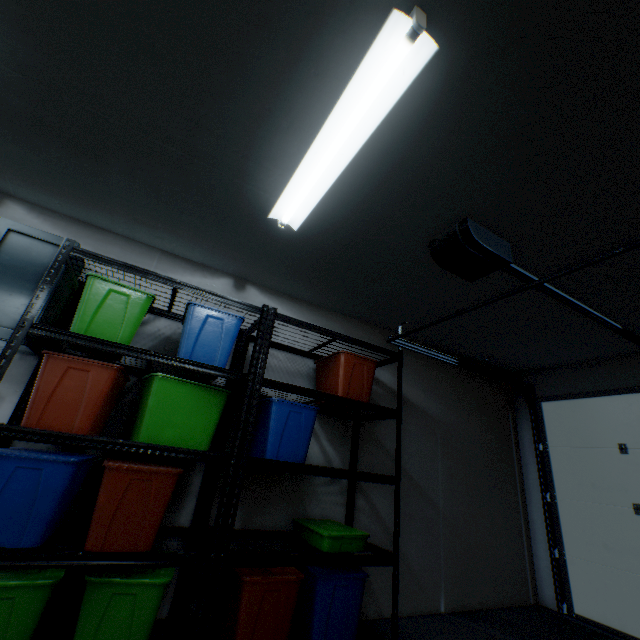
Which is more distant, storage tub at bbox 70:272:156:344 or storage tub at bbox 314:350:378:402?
storage tub at bbox 314:350:378:402

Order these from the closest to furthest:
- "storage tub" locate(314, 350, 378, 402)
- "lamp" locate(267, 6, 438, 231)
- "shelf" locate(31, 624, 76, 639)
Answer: "lamp" locate(267, 6, 438, 231)
"shelf" locate(31, 624, 76, 639)
"storage tub" locate(314, 350, 378, 402)

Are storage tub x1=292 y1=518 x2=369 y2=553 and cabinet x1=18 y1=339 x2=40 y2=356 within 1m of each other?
no

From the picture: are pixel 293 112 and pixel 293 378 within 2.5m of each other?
yes

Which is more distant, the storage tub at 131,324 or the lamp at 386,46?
the storage tub at 131,324

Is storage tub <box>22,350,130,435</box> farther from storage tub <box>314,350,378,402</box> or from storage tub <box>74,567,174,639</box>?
storage tub <box>314,350,378,402</box>

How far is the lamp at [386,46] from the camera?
1.10m

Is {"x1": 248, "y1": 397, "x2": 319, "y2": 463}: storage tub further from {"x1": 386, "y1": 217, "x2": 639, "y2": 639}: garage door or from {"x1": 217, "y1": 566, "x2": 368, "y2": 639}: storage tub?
{"x1": 386, "y1": 217, "x2": 639, "y2": 639}: garage door
